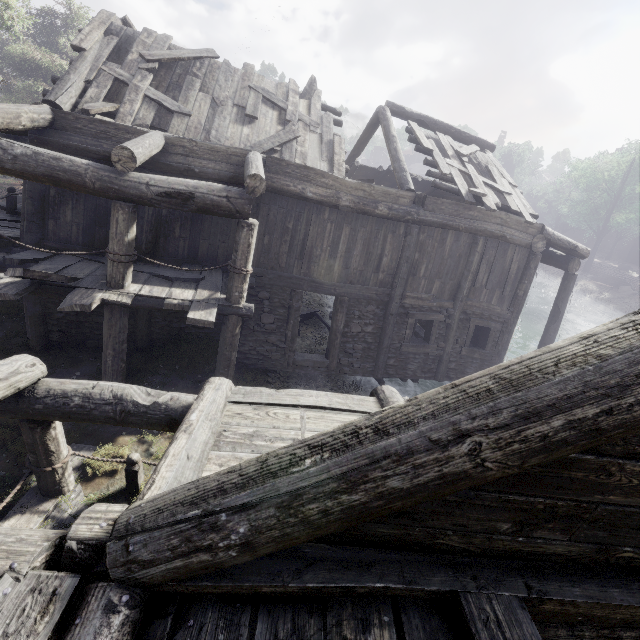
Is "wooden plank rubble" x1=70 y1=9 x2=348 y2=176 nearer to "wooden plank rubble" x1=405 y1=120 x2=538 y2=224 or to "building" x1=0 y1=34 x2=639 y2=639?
"building" x1=0 y1=34 x2=639 y2=639

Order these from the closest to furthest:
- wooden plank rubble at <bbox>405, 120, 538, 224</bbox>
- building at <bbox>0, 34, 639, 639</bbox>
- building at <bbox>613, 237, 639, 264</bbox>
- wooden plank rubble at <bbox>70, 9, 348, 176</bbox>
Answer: building at <bbox>0, 34, 639, 639</bbox>, wooden plank rubble at <bbox>70, 9, 348, 176</bbox>, wooden plank rubble at <bbox>405, 120, 538, 224</bbox>, building at <bbox>613, 237, 639, 264</bbox>

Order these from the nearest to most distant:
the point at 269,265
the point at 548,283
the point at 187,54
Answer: the point at 269,265 → the point at 187,54 → the point at 548,283

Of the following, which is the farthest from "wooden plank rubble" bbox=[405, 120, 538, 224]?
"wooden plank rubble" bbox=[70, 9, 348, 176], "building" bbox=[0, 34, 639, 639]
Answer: "wooden plank rubble" bbox=[70, 9, 348, 176]

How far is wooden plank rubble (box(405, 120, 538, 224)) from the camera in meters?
10.0

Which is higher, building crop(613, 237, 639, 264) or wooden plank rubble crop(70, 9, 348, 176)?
wooden plank rubble crop(70, 9, 348, 176)

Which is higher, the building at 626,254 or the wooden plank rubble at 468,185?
the wooden plank rubble at 468,185

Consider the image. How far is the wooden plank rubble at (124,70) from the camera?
8.3 meters
